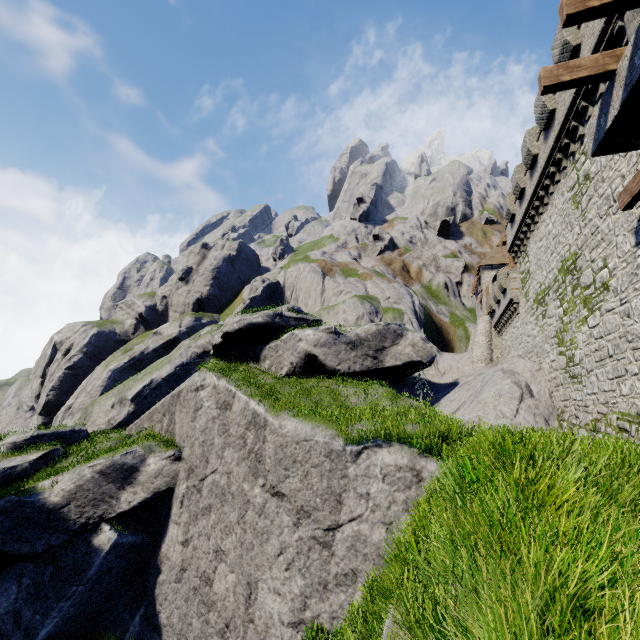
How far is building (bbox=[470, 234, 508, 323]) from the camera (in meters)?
36.47

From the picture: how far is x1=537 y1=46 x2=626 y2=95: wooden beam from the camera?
7.17m

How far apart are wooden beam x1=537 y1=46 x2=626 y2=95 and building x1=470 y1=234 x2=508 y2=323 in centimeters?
3123cm

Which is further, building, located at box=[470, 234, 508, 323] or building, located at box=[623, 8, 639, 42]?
building, located at box=[470, 234, 508, 323]

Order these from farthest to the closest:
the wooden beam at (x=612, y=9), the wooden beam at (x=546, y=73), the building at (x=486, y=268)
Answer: the building at (x=486, y=268) < the wooden beam at (x=546, y=73) < the wooden beam at (x=612, y=9)

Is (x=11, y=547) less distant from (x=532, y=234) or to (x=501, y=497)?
(x=501, y=497)

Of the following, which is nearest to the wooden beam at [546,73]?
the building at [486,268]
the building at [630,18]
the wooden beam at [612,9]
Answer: the wooden beam at [612,9]

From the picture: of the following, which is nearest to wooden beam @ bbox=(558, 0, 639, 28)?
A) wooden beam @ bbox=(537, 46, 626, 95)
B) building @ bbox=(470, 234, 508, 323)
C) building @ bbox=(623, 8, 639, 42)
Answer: wooden beam @ bbox=(537, 46, 626, 95)
